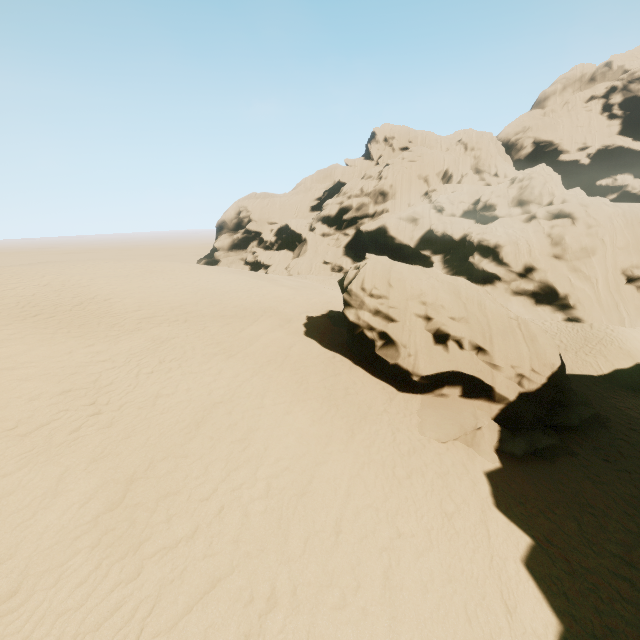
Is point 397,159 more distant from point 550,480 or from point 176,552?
point 176,552
